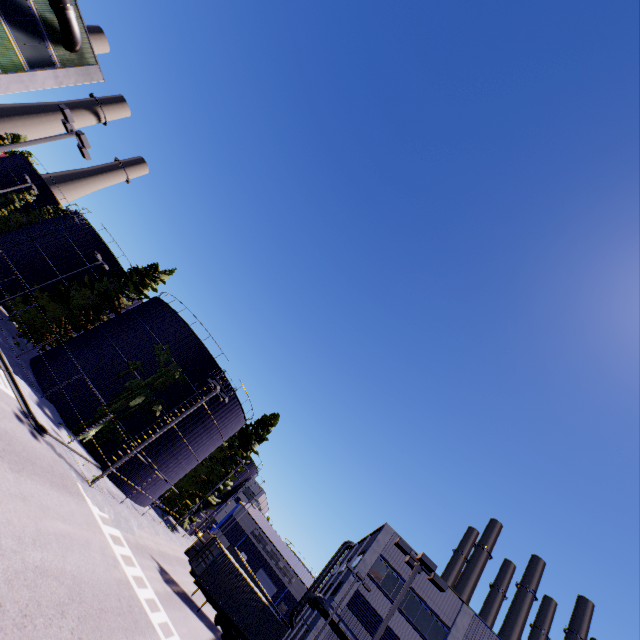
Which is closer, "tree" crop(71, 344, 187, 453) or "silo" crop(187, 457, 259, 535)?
"tree" crop(71, 344, 187, 453)

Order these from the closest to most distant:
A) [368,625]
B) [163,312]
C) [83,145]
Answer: [83,145]
[368,625]
[163,312]

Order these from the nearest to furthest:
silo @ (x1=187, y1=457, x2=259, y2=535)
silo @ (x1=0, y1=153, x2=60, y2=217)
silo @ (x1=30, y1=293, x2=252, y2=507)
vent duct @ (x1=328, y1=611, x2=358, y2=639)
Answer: vent duct @ (x1=328, y1=611, x2=358, y2=639)
silo @ (x1=30, y1=293, x2=252, y2=507)
silo @ (x1=187, y1=457, x2=259, y2=535)
silo @ (x1=0, y1=153, x2=60, y2=217)

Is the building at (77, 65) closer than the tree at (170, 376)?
Yes

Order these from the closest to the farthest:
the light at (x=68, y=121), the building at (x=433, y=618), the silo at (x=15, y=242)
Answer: the light at (x=68, y=121) → the building at (x=433, y=618) → the silo at (x=15, y=242)

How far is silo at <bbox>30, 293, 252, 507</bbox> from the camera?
26.56m

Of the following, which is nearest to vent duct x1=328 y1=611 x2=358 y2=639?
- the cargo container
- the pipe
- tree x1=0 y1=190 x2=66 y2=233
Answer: the cargo container

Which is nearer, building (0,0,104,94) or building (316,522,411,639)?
building (0,0,104,94)
